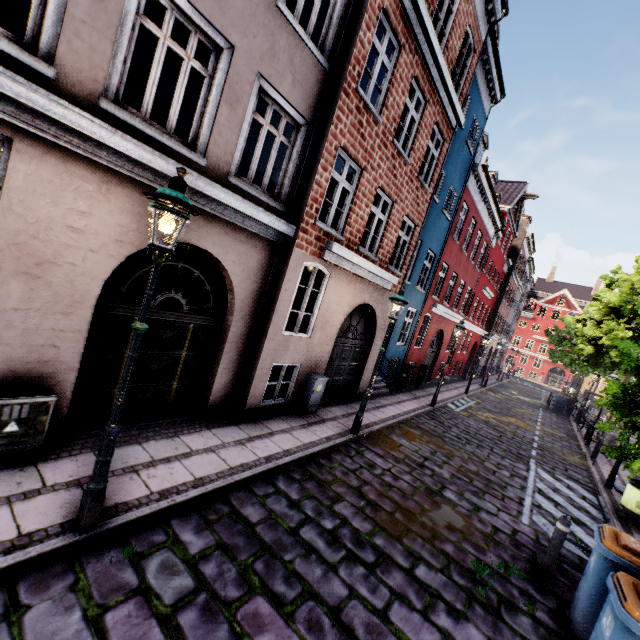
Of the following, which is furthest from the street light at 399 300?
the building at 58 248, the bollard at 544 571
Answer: the bollard at 544 571

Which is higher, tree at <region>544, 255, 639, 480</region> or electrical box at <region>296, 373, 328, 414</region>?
tree at <region>544, 255, 639, 480</region>

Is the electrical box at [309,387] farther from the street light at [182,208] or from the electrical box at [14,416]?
the electrical box at [14,416]

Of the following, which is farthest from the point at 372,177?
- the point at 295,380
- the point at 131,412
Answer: the point at 131,412

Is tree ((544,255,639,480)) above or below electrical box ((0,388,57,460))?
above

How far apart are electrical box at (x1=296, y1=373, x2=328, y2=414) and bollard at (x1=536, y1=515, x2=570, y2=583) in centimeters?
537cm

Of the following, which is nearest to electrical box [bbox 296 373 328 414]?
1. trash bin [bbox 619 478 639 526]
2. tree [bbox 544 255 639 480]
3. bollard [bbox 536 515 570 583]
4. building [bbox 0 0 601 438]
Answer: building [bbox 0 0 601 438]

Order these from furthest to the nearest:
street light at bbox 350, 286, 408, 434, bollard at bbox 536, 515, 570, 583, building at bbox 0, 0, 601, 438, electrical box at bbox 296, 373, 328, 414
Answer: electrical box at bbox 296, 373, 328, 414
street light at bbox 350, 286, 408, 434
bollard at bbox 536, 515, 570, 583
building at bbox 0, 0, 601, 438
